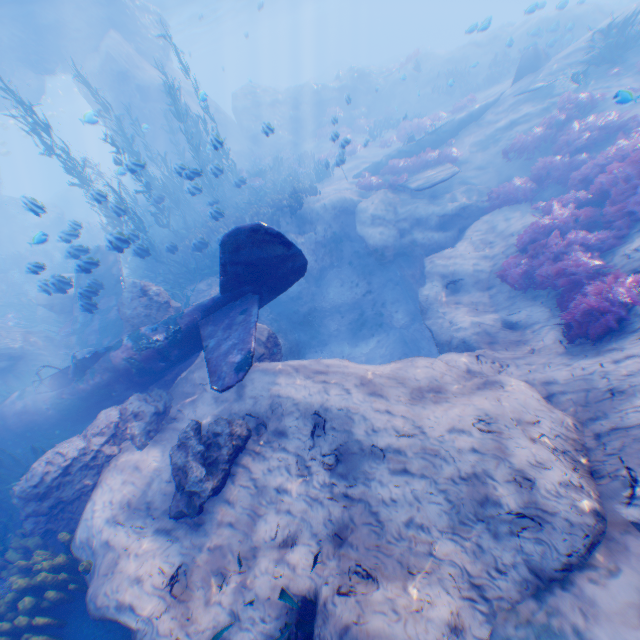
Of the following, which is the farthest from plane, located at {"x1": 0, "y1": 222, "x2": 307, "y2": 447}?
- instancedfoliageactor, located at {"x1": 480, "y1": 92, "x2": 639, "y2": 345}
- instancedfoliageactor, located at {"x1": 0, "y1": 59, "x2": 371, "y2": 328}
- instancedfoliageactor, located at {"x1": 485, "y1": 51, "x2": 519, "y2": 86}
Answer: instancedfoliageactor, located at {"x1": 485, "y1": 51, "x2": 519, "y2": 86}

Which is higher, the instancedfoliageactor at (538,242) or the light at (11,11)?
the light at (11,11)

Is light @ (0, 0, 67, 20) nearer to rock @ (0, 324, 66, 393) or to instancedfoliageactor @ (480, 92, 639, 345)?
rock @ (0, 324, 66, 393)

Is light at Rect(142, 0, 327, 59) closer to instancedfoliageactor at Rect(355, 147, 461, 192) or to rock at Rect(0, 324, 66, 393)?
rock at Rect(0, 324, 66, 393)

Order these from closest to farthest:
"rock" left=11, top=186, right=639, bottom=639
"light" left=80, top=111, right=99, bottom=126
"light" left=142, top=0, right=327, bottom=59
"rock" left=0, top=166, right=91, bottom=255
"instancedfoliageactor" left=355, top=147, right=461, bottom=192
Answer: "rock" left=11, top=186, right=639, bottom=639, "rock" left=0, top=166, right=91, bottom=255, "light" left=80, top=111, right=99, bottom=126, "instancedfoliageactor" left=355, top=147, right=461, bottom=192, "light" left=142, top=0, right=327, bottom=59

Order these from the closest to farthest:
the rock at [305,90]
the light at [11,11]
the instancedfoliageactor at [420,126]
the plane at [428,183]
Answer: the plane at [428,183], the light at [11,11], the instancedfoliageactor at [420,126], the rock at [305,90]

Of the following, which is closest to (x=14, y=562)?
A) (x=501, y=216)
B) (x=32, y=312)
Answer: (x=32, y=312)

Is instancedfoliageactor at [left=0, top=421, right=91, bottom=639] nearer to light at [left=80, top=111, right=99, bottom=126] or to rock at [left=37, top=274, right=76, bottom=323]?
rock at [left=37, top=274, right=76, bottom=323]
